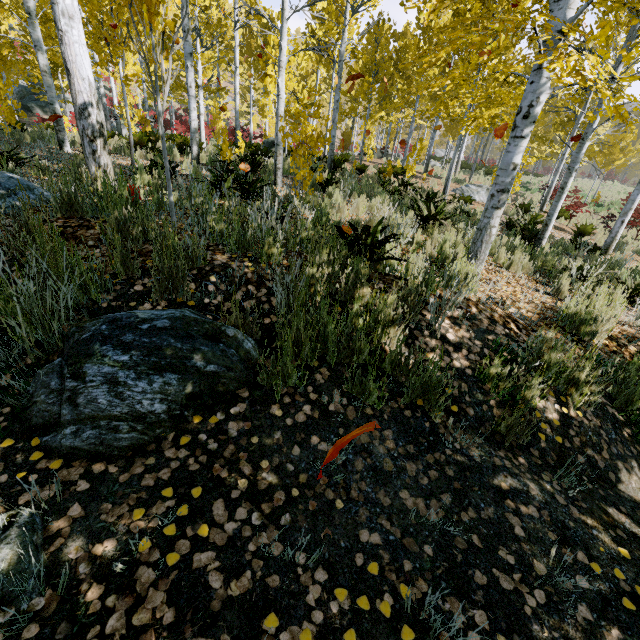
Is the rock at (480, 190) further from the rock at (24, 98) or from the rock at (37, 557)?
the rock at (24, 98)

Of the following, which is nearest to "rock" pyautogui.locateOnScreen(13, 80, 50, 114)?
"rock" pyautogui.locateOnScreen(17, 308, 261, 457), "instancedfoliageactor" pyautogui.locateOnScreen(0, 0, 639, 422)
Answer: "instancedfoliageactor" pyautogui.locateOnScreen(0, 0, 639, 422)

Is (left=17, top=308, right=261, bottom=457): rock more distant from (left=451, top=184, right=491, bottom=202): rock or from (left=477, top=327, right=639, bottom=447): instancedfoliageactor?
(left=451, top=184, right=491, bottom=202): rock

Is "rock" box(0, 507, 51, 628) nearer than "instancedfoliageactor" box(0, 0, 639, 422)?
Yes

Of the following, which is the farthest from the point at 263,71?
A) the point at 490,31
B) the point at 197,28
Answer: A: the point at 490,31

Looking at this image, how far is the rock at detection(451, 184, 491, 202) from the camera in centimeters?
1442cm

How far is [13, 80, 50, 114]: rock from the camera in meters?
25.3 m

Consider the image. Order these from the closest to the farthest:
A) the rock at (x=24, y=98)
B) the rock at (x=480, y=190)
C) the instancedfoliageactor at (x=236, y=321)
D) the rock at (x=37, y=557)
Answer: the rock at (x=37, y=557) → the instancedfoliageactor at (x=236, y=321) → the rock at (x=480, y=190) → the rock at (x=24, y=98)
